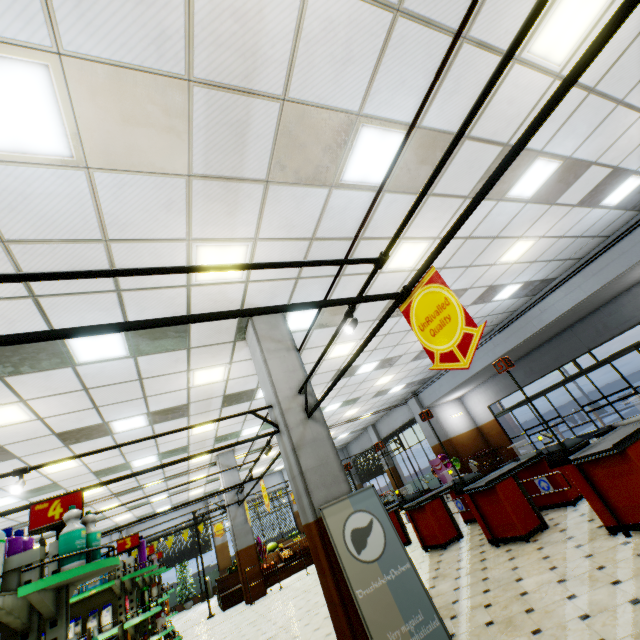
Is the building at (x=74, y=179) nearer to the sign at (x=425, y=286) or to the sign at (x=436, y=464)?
the sign at (x=436, y=464)

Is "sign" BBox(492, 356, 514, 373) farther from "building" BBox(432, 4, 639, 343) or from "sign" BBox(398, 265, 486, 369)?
"sign" BBox(398, 265, 486, 369)

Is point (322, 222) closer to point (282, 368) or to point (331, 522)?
point (282, 368)

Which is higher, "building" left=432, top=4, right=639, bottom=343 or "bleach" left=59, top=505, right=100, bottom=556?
"building" left=432, top=4, right=639, bottom=343

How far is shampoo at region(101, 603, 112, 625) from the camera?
4.84m

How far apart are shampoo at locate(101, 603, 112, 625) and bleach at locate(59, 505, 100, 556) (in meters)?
3.92

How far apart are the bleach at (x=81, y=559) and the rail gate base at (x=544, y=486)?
6.3m

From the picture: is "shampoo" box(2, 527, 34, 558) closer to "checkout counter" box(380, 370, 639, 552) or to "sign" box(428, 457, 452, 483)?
"checkout counter" box(380, 370, 639, 552)
